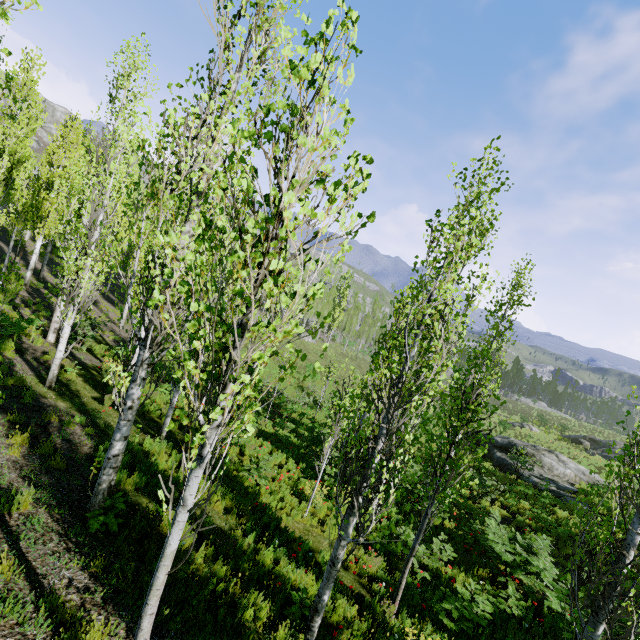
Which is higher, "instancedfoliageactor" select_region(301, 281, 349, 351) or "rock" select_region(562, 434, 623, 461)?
"instancedfoliageactor" select_region(301, 281, 349, 351)

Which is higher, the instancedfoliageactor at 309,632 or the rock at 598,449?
the instancedfoliageactor at 309,632

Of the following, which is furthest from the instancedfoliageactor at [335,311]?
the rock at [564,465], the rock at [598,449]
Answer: the rock at [598,449]

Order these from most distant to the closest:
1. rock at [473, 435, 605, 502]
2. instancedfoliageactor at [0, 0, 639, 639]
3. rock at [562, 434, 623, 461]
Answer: rock at [562, 434, 623, 461] < rock at [473, 435, 605, 502] < instancedfoliageactor at [0, 0, 639, 639]

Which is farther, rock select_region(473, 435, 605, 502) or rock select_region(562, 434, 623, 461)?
rock select_region(562, 434, 623, 461)

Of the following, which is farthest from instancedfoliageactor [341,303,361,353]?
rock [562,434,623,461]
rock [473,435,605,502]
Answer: rock [562,434,623,461]

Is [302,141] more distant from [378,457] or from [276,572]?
[276,572]
